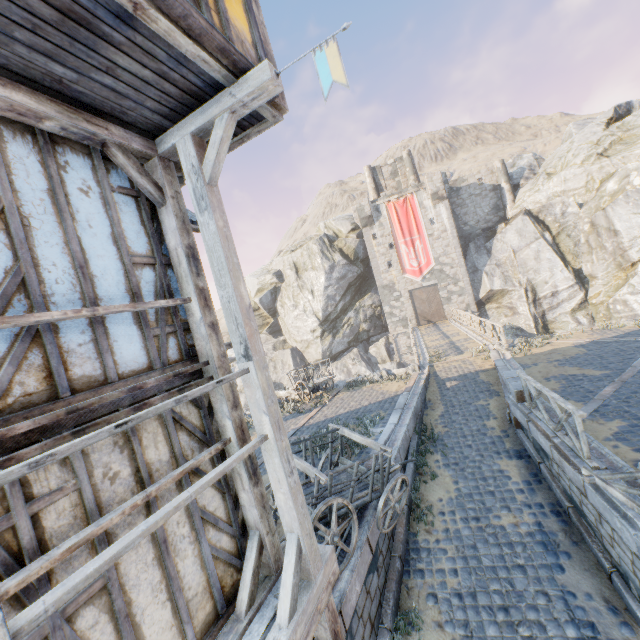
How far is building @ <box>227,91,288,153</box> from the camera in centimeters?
408cm

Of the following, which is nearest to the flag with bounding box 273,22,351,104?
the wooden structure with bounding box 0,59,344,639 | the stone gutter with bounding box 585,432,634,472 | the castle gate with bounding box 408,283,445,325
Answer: the wooden structure with bounding box 0,59,344,639

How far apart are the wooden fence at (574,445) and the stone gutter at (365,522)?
3.8m

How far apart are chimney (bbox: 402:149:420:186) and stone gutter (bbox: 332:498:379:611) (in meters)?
37.35

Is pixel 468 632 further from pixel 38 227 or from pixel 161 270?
pixel 38 227

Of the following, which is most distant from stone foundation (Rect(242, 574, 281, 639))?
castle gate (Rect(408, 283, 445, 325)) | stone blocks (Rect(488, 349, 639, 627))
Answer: castle gate (Rect(408, 283, 445, 325))

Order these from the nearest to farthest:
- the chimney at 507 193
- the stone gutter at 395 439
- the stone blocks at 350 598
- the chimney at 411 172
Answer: the stone blocks at 350 598 < the stone gutter at 395 439 < the chimney at 507 193 < the chimney at 411 172

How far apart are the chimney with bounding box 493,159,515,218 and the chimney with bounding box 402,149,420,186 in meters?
7.3
